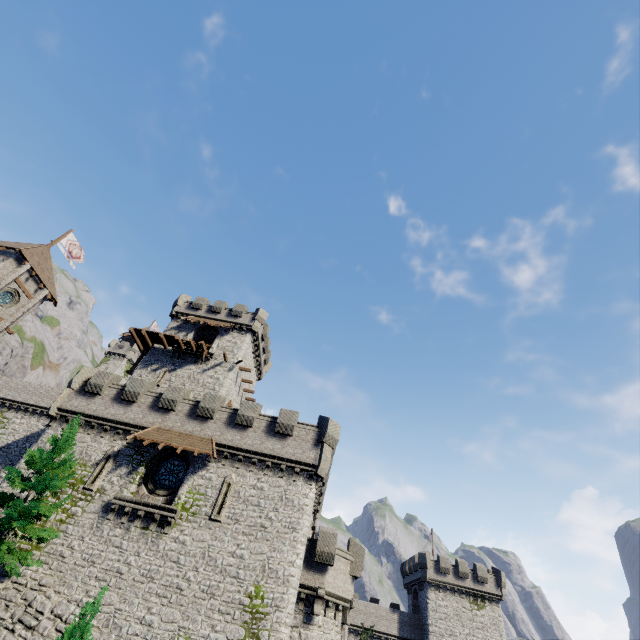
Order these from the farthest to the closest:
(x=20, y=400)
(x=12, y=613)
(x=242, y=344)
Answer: (x=20, y=400) → (x=242, y=344) → (x=12, y=613)

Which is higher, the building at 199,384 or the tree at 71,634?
the building at 199,384

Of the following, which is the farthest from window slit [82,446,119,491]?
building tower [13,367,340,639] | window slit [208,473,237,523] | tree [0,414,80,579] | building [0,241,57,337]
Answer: building [0,241,57,337]

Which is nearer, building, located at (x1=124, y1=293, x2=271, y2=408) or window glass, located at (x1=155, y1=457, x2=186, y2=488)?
window glass, located at (x1=155, y1=457, x2=186, y2=488)

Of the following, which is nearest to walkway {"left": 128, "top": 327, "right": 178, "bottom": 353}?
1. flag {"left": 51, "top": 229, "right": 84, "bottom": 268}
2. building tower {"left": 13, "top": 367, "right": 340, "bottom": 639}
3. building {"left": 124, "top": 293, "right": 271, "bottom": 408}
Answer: building {"left": 124, "top": 293, "right": 271, "bottom": 408}

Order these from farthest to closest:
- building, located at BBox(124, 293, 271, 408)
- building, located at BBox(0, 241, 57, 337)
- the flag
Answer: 1. the flag
2. building, located at BBox(124, 293, 271, 408)
3. building, located at BBox(0, 241, 57, 337)

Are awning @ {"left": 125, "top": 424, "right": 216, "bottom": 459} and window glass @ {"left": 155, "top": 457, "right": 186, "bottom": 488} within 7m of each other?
yes

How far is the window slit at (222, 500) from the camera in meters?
19.6
